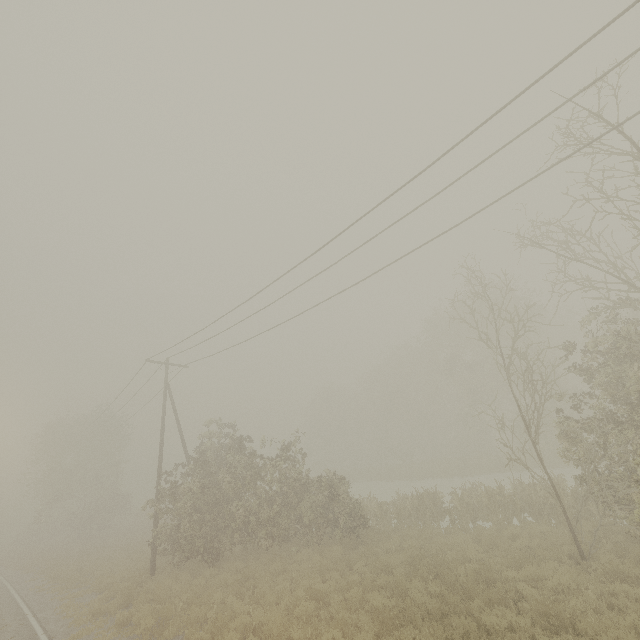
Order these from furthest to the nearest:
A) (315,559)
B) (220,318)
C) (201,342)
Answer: (201,342)
(220,318)
(315,559)
